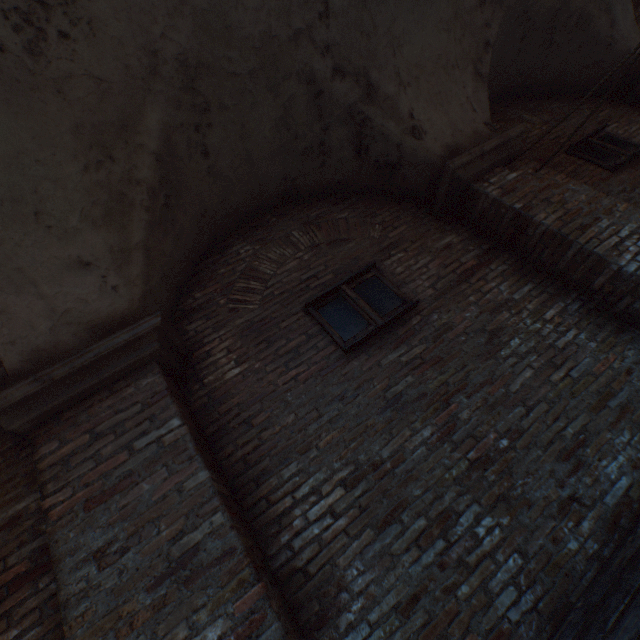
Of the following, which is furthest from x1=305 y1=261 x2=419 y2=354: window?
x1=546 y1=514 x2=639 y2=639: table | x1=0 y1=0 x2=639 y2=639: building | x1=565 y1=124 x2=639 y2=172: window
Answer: x1=0 y1=0 x2=639 y2=639: building

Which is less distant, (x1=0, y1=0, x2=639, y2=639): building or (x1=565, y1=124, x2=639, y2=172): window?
(x1=0, y1=0, x2=639, y2=639): building

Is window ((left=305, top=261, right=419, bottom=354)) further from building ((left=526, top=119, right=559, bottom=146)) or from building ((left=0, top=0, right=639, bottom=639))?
building ((left=0, top=0, right=639, bottom=639))

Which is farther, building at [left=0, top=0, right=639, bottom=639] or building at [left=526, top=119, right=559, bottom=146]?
building at [left=526, top=119, right=559, bottom=146]

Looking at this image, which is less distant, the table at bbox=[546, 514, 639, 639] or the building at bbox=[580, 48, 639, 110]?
the table at bbox=[546, 514, 639, 639]

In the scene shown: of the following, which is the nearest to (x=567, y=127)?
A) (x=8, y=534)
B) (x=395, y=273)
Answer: (x=395, y=273)

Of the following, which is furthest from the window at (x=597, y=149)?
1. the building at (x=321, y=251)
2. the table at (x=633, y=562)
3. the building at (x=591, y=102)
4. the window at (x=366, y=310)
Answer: the building at (x=321, y=251)
